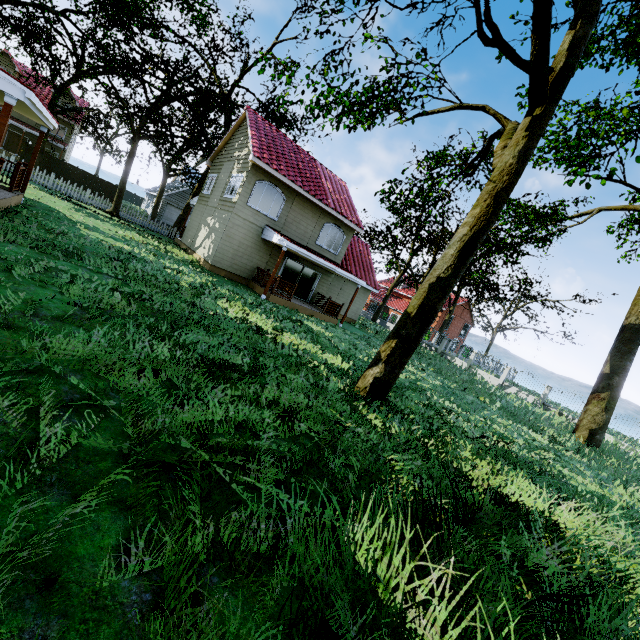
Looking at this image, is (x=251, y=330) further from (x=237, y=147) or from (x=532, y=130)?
(x=237, y=147)

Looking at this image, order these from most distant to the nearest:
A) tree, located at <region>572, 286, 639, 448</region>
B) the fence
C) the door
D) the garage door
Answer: the garage door → the door → the fence → tree, located at <region>572, 286, 639, 448</region>

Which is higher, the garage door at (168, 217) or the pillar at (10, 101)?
the pillar at (10, 101)

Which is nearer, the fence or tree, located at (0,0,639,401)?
tree, located at (0,0,639,401)

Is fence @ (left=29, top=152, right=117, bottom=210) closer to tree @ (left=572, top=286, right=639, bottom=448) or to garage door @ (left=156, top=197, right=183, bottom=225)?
tree @ (left=572, top=286, right=639, bottom=448)

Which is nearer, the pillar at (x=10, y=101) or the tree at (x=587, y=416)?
the pillar at (x=10, y=101)

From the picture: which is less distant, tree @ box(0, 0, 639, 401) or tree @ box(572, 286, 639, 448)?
tree @ box(0, 0, 639, 401)

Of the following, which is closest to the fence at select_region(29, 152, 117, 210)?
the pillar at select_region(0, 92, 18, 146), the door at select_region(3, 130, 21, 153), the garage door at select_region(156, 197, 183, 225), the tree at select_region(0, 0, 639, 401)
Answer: the tree at select_region(0, 0, 639, 401)
